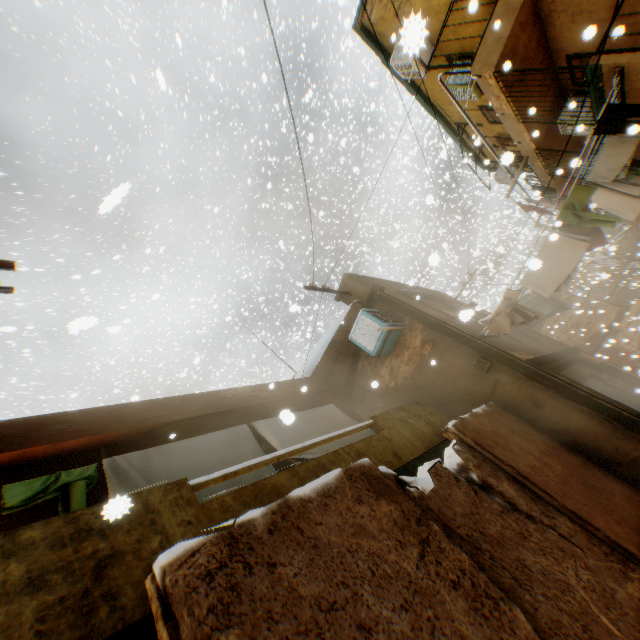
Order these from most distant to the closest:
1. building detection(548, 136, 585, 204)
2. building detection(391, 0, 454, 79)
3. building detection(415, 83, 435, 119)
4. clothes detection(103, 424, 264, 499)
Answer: building detection(415, 83, 435, 119)
building detection(548, 136, 585, 204)
clothes detection(103, 424, 264, 499)
building detection(391, 0, 454, 79)

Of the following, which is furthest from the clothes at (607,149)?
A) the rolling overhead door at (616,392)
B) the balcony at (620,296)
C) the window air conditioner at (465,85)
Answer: the balcony at (620,296)

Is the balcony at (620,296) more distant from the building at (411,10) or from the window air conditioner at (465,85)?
the window air conditioner at (465,85)

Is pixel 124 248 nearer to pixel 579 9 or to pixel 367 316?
pixel 367 316

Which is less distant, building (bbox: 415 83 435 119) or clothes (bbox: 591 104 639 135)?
clothes (bbox: 591 104 639 135)

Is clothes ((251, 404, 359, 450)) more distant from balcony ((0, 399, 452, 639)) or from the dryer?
the dryer

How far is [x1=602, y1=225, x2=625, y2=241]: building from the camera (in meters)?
22.45

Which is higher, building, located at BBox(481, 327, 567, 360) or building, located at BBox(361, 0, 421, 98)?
building, located at BBox(361, 0, 421, 98)
